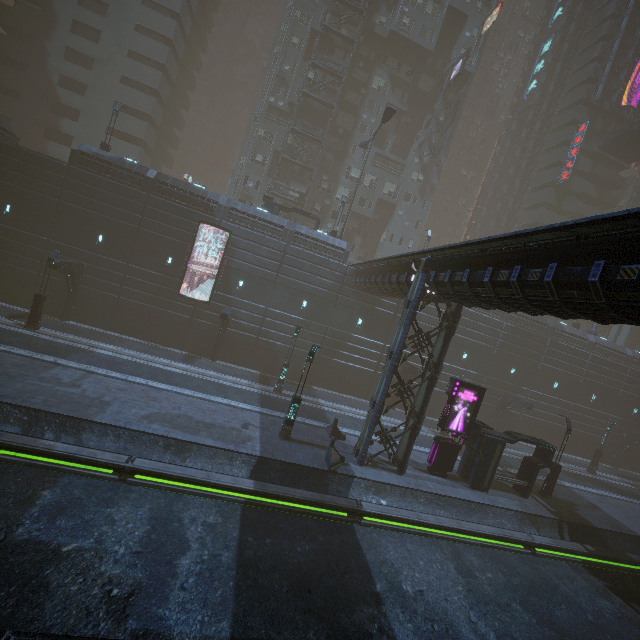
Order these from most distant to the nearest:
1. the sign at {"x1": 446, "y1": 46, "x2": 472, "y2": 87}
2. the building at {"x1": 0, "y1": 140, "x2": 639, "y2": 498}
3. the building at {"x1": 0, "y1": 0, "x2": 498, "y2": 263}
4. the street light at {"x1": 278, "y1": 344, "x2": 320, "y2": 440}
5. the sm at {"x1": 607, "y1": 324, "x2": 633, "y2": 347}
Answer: the sm at {"x1": 607, "y1": 324, "x2": 633, "y2": 347}
the sign at {"x1": 446, "y1": 46, "x2": 472, "y2": 87}
the building at {"x1": 0, "y1": 0, "x2": 498, "y2": 263}
the street light at {"x1": 278, "y1": 344, "x2": 320, "y2": 440}
the building at {"x1": 0, "y1": 140, "x2": 639, "y2": 498}

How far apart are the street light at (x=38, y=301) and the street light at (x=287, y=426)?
18.25m

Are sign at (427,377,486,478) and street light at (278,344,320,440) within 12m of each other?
yes

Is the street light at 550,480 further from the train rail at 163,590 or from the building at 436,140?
the train rail at 163,590

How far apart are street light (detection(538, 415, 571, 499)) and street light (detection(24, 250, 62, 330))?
36.17m

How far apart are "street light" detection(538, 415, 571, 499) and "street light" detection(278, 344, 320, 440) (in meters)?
17.96

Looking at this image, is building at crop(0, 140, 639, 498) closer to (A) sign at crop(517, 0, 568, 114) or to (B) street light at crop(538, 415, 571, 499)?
(B) street light at crop(538, 415, 571, 499)

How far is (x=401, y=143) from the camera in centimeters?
4847cm
